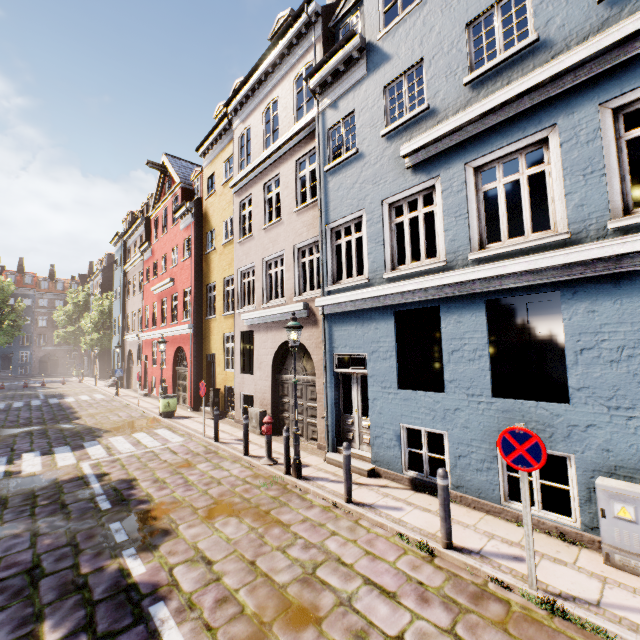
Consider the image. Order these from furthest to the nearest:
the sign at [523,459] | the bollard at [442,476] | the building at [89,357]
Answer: the building at [89,357] < the bollard at [442,476] < the sign at [523,459]

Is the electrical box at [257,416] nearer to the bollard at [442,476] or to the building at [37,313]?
the building at [37,313]

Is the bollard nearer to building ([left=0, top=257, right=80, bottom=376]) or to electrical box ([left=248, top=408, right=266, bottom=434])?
building ([left=0, top=257, right=80, bottom=376])

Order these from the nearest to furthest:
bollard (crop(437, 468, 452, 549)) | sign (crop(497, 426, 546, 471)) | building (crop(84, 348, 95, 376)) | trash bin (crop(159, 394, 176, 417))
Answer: sign (crop(497, 426, 546, 471)), bollard (crop(437, 468, 452, 549)), trash bin (crop(159, 394, 176, 417)), building (crop(84, 348, 95, 376))

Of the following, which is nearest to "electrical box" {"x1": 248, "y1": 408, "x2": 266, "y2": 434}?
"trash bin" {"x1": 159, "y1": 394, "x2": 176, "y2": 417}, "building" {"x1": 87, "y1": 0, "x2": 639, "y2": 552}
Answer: "building" {"x1": 87, "y1": 0, "x2": 639, "y2": 552}

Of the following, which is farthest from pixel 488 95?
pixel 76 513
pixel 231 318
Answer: pixel 231 318

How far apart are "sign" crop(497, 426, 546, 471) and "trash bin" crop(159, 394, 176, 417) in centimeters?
1424cm

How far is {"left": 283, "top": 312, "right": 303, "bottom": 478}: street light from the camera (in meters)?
7.51
